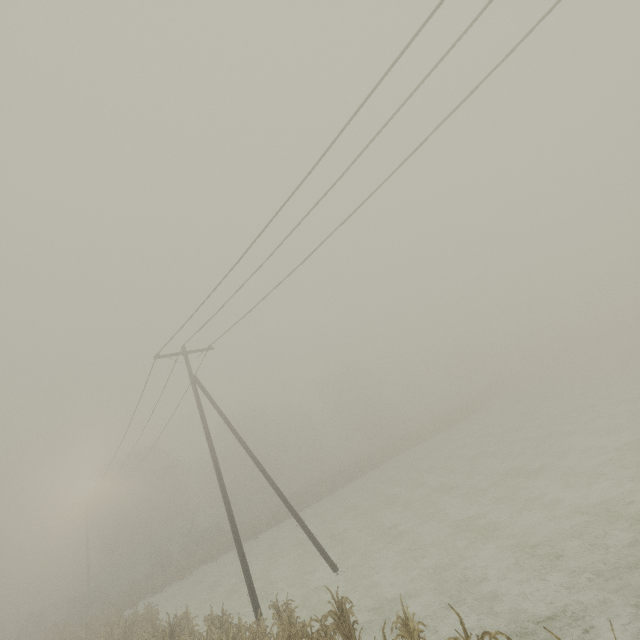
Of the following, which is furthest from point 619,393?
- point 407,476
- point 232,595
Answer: point 232,595
